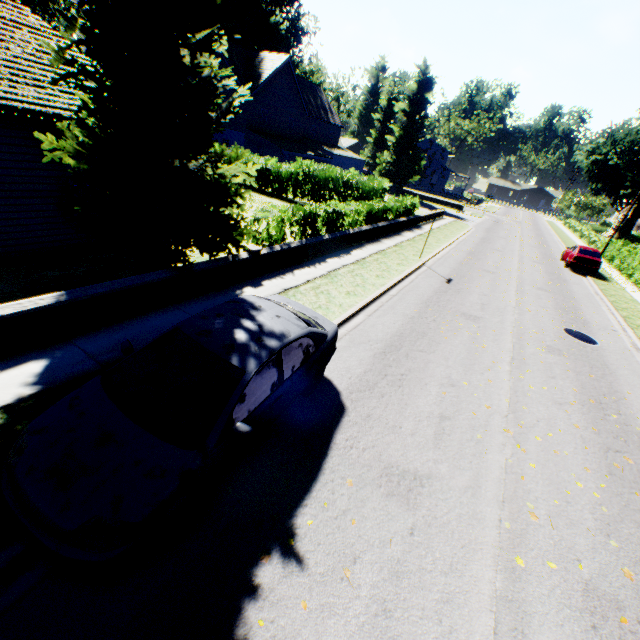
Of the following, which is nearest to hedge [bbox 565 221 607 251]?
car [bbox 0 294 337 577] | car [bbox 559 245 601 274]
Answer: car [bbox 559 245 601 274]

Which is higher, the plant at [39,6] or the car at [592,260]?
the plant at [39,6]

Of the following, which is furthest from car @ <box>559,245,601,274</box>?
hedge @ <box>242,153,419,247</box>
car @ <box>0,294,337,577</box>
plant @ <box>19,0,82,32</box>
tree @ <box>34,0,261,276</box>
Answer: car @ <box>0,294,337,577</box>

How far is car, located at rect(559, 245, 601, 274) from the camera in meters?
22.2

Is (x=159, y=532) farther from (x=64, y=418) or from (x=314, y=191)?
(x=314, y=191)

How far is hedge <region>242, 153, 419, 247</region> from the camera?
12.0 meters

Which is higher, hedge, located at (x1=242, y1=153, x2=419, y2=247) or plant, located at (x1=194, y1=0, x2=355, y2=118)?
plant, located at (x1=194, y1=0, x2=355, y2=118)

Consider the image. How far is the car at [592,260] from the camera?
22.2 meters
